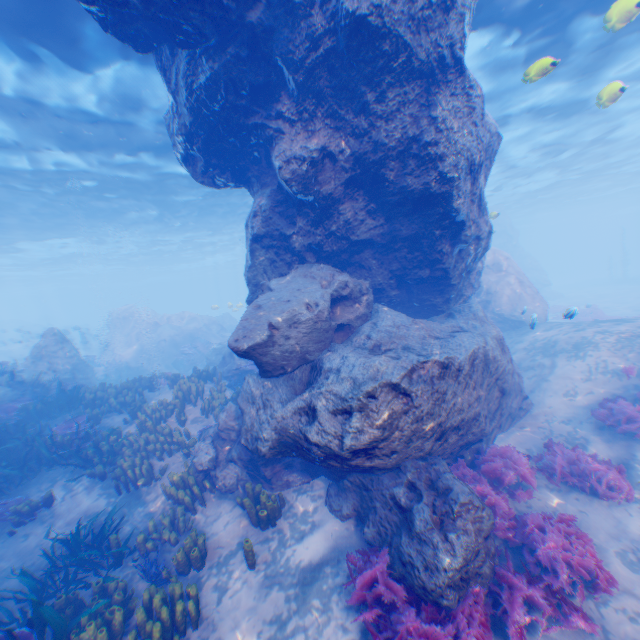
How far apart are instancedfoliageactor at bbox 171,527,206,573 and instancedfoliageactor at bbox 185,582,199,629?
0.65m

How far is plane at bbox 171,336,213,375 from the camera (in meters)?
21.23

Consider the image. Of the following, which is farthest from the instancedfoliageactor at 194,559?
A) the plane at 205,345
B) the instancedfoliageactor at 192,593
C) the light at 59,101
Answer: the plane at 205,345

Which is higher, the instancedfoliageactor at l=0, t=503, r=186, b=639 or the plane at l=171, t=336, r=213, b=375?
the plane at l=171, t=336, r=213, b=375

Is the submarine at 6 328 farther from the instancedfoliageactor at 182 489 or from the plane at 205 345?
the instancedfoliageactor at 182 489

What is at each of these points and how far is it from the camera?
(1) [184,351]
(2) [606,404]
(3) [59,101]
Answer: (1) instancedfoliageactor, 21.83m
(2) instancedfoliageactor, 8.76m
(3) light, 11.46m

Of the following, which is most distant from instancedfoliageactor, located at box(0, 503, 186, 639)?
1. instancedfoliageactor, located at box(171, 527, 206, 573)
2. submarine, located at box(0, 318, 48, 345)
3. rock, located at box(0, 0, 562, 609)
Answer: submarine, located at box(0, 318, 48, 345)

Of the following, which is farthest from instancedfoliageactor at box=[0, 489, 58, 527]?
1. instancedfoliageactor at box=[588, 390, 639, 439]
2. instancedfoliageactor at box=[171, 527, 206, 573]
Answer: instancedfoliageactor at box=[588, 390, 639, 439]
